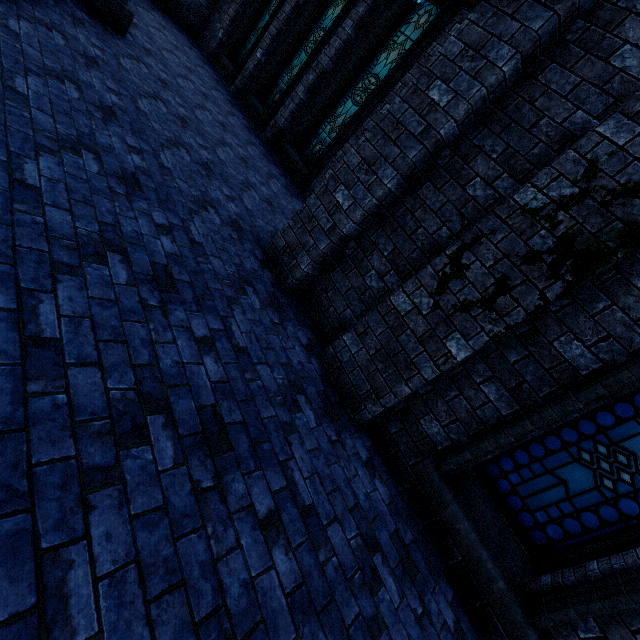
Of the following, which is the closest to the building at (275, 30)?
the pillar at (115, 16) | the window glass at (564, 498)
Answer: the pillar at (115, 16)

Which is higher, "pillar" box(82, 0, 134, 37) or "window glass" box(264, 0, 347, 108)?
"window glass" box(264, 0, 347, 108)

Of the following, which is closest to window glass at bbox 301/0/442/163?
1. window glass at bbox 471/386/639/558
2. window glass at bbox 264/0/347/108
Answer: window glass at bbox 264/0/347/108

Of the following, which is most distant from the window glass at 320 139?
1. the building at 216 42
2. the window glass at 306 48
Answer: Answer: the window glass at 306 48

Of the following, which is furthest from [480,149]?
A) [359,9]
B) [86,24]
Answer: [359,9]

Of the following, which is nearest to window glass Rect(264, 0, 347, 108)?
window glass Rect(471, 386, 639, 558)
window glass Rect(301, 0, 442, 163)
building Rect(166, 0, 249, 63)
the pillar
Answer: building Rect(166, 0, 249, 63)

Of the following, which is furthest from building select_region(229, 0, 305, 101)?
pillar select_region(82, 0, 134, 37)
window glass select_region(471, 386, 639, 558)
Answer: window glass select_region(471, 386, 639, 558)

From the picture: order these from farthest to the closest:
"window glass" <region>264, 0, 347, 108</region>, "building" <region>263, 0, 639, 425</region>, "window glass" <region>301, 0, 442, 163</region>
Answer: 1. "window glass" <region>264, 0, 347, 108</region>
2. "window glass" <region>301, 0, 442, 163</region>
3. "building" <region>263, 0, 639, 425</region>
